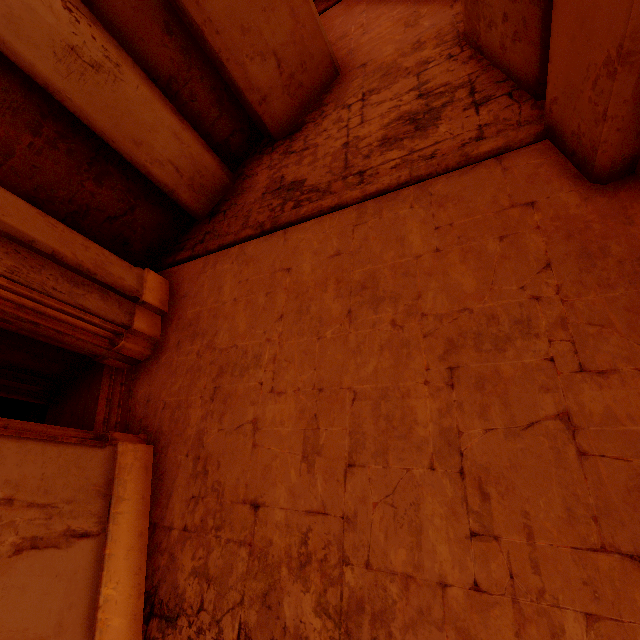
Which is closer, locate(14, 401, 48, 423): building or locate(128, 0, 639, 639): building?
locate(128, 0, 639, 639): building

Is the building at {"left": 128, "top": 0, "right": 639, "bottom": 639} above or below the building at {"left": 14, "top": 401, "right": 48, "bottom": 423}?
below

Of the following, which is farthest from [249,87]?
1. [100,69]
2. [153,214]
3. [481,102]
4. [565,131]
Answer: [565,131]

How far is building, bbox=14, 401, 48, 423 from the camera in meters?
6.1

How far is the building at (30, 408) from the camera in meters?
6.1

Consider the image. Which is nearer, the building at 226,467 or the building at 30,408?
the building at 226,467
